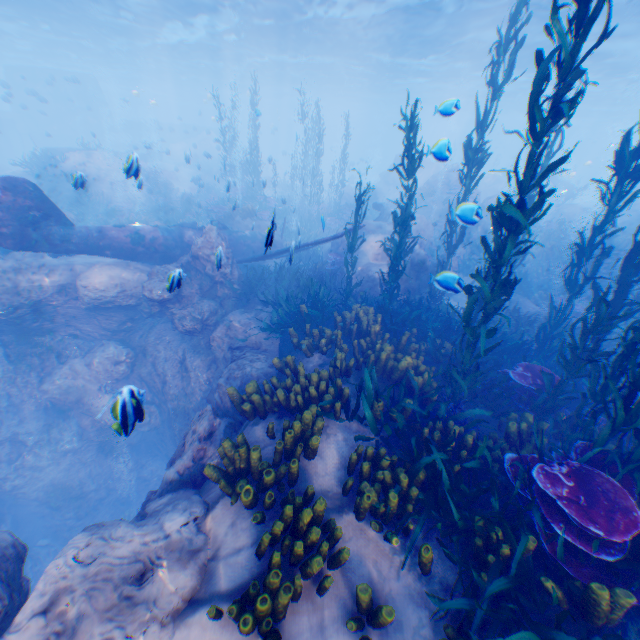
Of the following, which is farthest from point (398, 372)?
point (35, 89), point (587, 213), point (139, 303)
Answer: point (35, 89)

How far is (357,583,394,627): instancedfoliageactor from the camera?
3.21m

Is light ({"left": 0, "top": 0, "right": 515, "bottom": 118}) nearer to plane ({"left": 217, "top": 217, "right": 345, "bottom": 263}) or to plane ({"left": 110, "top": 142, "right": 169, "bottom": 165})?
plane ({"left": 110, "top": 142, "right": 169, "bottom": 165})

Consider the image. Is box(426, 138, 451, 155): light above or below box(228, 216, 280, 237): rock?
above

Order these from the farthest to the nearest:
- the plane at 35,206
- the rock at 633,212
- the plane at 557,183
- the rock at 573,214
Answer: the plane at 557,183, the rock at 573,214, the rock at 633,212, the plane at 35,206

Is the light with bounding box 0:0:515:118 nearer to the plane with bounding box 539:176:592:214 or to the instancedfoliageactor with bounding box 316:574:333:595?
the plane with bounding box 539:176:592:214

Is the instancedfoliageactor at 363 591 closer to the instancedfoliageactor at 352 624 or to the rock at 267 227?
the instancedfoliageactor at 352 624

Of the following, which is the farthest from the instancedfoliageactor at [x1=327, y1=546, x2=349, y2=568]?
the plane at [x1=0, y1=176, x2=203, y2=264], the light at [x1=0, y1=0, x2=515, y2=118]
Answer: the light at [x1=0, y1=0, x2=515, y2=118]
